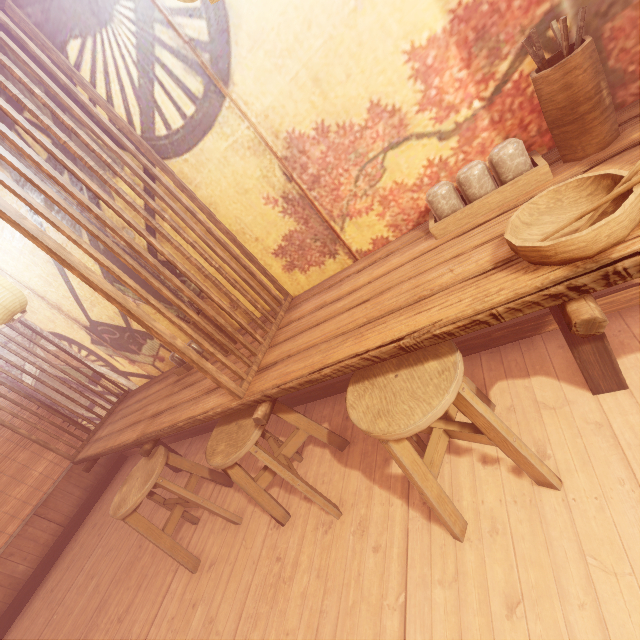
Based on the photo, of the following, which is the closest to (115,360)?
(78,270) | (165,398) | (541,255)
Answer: (165,398)

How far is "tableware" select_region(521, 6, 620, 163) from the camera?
1.7 meters

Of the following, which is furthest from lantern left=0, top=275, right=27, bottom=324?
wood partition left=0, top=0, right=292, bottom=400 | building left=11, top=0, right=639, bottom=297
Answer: wood partition left=0, top=0, right=292, bottom=400

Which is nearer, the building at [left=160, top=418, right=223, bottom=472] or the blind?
the building at [left=160, top=418, right=223, bottom=472]

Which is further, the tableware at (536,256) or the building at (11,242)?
the building at (11,242)

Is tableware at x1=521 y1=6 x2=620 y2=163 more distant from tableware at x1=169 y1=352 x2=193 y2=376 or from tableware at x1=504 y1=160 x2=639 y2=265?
tableware at x1=169 y1=352 x2=193 y2=376

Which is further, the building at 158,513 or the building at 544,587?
the building at 158,513

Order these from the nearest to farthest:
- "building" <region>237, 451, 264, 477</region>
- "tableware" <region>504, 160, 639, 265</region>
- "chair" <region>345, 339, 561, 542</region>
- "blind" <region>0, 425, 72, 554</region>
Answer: "tableware" <region>504, 160, 639, 265</region> → "chair" <region>345, 339, 561, 542</region> → "building" <region>237, 451, 264, 477</region> → "blind" <region>0, 425, 72, 554</region>
